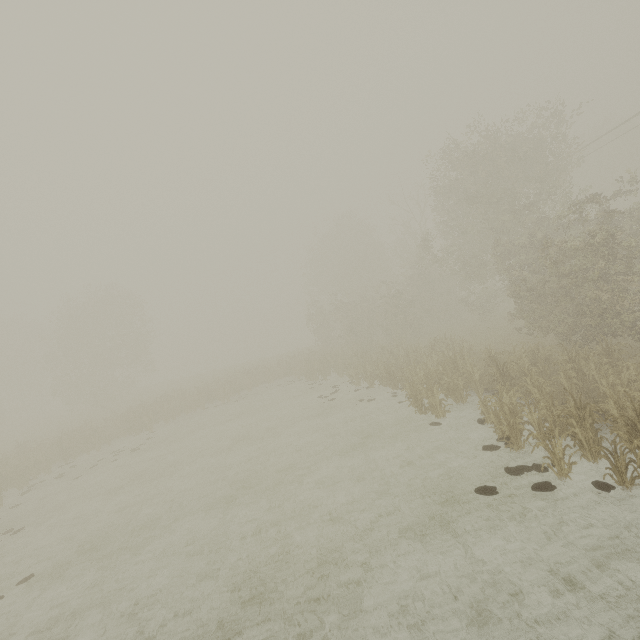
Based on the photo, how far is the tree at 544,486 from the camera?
7.50m

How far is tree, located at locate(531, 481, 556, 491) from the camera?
7.50m

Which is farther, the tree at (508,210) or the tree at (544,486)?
the tree at (508,210)

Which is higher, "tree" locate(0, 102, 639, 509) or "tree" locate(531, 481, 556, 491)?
"tree" locate(0, 102, 639, 509)

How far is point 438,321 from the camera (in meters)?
30.97

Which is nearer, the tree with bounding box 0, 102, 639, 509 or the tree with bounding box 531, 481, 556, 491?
the tree with bounding box 531, 481, 556, 491
